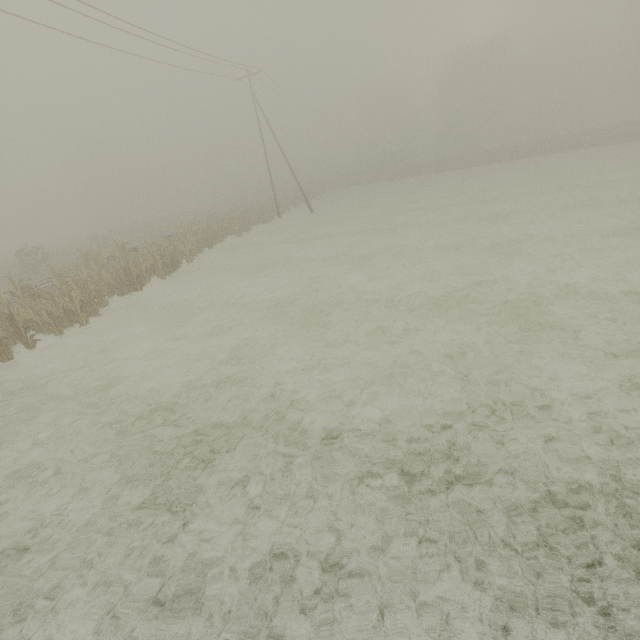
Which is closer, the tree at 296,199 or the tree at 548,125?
the tree at 296,199

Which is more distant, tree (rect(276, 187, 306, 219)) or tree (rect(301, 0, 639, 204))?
tree (rect(301, 0, 639, 204))

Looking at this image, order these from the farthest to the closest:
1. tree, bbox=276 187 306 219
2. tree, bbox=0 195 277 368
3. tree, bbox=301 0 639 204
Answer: tree, bbox=301 0 639 204 → tree, bbox=276 187 306 219 → tree, bbox=0 195 277 368

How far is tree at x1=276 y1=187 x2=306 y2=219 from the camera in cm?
3562

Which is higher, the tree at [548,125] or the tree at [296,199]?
the tree at [548,125]

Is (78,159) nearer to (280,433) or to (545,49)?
(280,433)

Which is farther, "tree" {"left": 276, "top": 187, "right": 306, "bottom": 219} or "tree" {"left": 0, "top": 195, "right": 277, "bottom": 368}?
"tree" {"left": 276, "top": 187, "right": 306, "bottom": 219}
